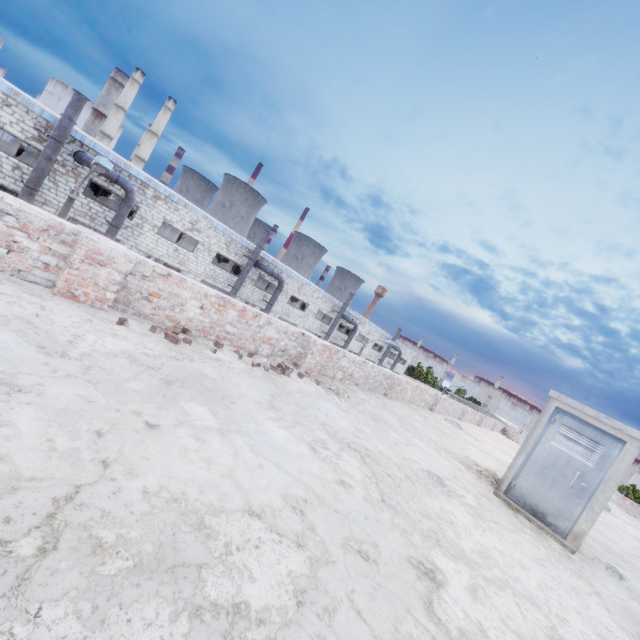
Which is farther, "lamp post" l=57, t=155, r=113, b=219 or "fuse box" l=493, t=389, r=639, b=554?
"lamp post" l=57, t=155, r=113, b=219

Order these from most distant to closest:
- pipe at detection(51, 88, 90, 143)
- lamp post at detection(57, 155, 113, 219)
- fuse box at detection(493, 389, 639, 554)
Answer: pipe at detection(51, 88, 90, 143)
lamp post at detection(57, 155, 113, 219)
fuse box at detection(493, 389, 639, 554)

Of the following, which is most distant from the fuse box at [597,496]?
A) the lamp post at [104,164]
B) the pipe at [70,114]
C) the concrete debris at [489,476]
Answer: the pipe at [70,114]

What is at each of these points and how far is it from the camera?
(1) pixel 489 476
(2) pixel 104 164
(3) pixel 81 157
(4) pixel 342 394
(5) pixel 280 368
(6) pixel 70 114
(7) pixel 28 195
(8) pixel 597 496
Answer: (1) concrete debris, 7.27m
(2) lamp post, 10.36m
(3) pipe, 17.52m
(4) concrete debris, 7.05m
(5) brick, 5.96m
(6) pipe, 16.30m
(7) pipe, 16.48m
(8) fuse box, 5.38m

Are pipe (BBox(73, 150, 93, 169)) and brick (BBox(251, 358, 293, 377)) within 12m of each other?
no

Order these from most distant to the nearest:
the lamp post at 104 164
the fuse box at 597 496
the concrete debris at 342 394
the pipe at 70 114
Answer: the pipe at 70 114 → the lamp post at 104 164 → the concrete debris at 342 394 → the fuse box at 597 496

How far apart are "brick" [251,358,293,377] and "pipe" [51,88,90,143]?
18.98m

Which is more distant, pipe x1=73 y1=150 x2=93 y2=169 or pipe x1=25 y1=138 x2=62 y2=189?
pipe x1=73 y1=150 x2=93 y2=169
